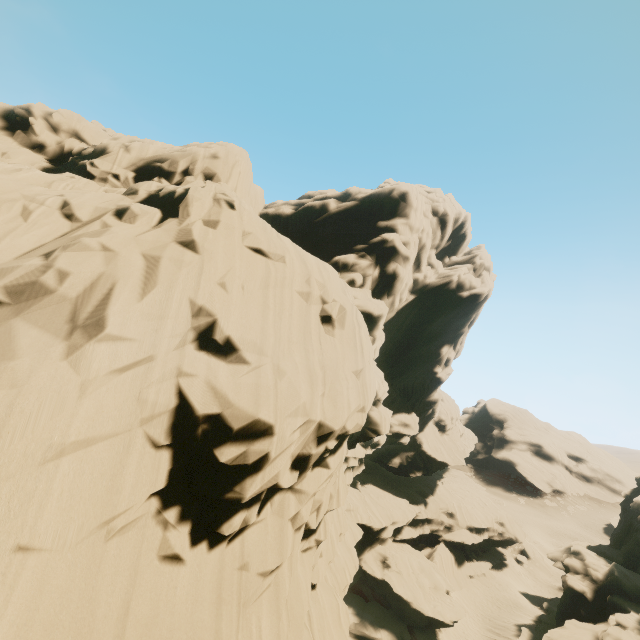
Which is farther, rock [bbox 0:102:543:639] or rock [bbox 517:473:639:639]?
rock [bbox 517:473:639:639]

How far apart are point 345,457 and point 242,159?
25.91m

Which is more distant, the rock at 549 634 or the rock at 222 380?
the rock at 549 634
